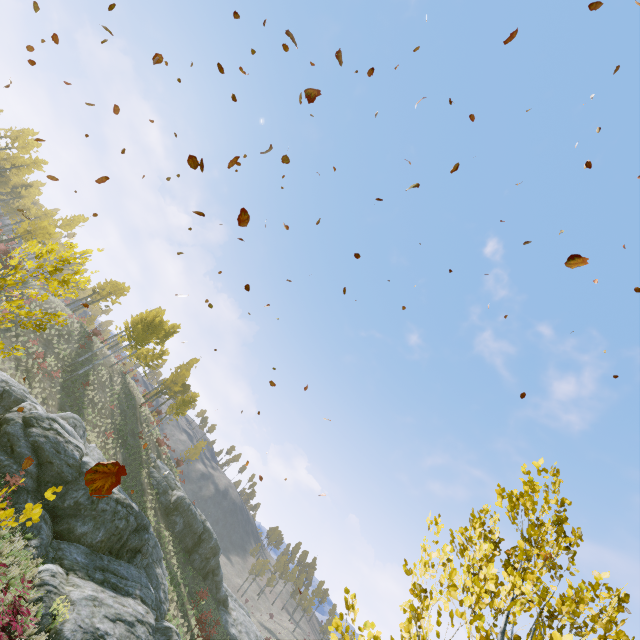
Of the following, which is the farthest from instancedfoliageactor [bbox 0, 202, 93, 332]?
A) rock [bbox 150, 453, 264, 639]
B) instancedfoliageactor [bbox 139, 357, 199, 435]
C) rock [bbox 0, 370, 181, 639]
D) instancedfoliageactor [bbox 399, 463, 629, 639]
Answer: instancedfoliageactor [bbox 139, 357, 199, 435]

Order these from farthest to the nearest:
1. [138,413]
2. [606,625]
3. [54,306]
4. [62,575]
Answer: [138,413], [54,306], [62,575], [606,625]

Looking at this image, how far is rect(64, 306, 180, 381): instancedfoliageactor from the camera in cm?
3136

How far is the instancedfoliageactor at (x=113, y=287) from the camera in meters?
42.7

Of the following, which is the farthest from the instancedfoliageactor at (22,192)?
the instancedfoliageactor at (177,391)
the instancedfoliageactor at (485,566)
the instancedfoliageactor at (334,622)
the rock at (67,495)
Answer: the instancedfoliageactor at (177,391)

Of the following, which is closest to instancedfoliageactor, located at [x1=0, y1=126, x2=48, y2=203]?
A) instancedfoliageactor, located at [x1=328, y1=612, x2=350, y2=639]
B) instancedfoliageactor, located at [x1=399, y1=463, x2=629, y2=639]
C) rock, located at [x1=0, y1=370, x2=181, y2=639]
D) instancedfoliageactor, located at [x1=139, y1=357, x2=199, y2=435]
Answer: instancedfoliageactor, located at [x1=328, y1=612, x2=350, y2=639]

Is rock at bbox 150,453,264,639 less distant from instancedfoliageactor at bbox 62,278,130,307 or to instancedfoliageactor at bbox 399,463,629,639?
instancedfoliageactor at bbox 62,278,130,307

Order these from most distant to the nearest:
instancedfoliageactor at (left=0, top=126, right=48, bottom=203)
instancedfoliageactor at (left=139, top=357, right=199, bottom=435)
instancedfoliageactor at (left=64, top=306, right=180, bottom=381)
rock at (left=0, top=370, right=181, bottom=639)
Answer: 1. instancedfoliageactor at (left=0, top=126, right=48, bottom=203)
2. instancedfoliageactor at (left=139, top=357, right=199, bottom=435)
3. instancedfoliageactor at (left=64, top=306, right=180, bottom=381)
4. rock at (left=0, top=370, right=181, bottom=639)
